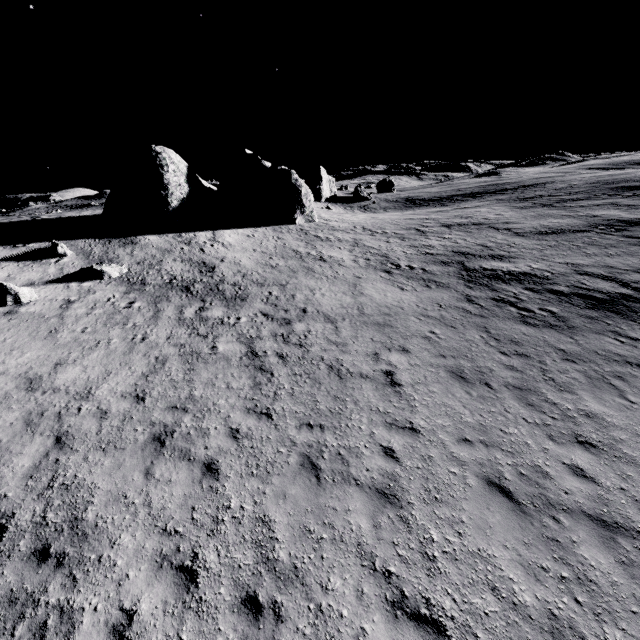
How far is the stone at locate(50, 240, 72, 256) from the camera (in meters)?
20.53

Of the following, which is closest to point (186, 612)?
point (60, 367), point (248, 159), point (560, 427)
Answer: point (560, 427)

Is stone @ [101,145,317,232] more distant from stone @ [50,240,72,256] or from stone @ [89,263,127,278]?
stone @ [89,263,127,278]

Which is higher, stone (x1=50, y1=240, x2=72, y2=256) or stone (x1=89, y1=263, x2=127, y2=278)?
stone (x1=50, y1=240, x2=72, y2=256)

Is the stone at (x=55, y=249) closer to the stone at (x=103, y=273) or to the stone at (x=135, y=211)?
the stone at (x=103, y=273)

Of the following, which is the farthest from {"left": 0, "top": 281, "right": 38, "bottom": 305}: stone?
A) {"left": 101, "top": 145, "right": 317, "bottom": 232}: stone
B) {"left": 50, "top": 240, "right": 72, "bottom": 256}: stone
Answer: {"left": 101, "top": 145, "right": 317, "bottom": 232}: stone

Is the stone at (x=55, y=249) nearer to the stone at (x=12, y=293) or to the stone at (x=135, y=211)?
the stone at (x=12, y=293)

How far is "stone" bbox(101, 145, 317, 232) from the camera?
26.67m
